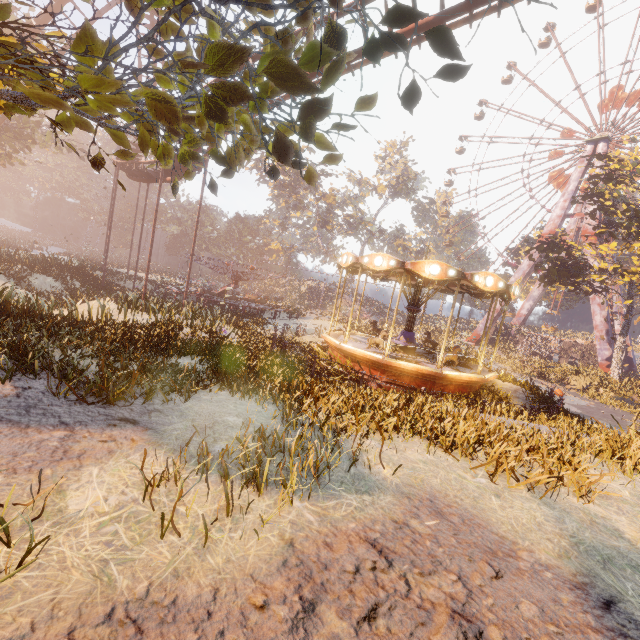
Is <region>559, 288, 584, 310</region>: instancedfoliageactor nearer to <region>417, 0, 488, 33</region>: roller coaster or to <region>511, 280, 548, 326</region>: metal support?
<region>511, 280, 548, 326</region>: metal support

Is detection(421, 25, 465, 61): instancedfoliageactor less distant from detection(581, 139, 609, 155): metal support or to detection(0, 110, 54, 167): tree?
detection(581, 139, 609, 155): metal support

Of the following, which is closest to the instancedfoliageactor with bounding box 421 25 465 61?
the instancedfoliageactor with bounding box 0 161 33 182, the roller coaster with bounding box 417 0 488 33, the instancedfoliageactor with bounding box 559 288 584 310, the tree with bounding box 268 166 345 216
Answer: the roller coaster with bounding box 417 0 488 33

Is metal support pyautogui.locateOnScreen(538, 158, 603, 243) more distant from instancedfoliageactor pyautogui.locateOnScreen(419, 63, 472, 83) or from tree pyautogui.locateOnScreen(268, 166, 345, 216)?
tree pyautogui.locateOnScreen(268, 166, 345, 216)

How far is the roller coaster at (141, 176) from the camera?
21.67m

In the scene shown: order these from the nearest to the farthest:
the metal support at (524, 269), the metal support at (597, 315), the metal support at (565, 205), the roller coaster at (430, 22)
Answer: the roller coaster at (430, 22) < the metal support at (597, 315) < the metal support at (565, 205) < the metal support at (524, 269)

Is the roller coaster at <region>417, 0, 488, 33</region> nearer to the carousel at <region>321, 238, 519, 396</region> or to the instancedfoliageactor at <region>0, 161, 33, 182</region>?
→ the carousel at <region>321, 238, 519, 396</region>

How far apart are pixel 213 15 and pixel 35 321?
8.24m
